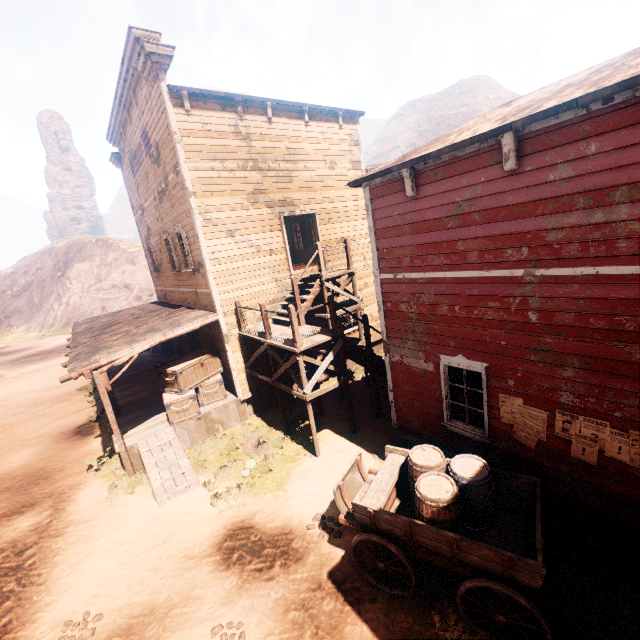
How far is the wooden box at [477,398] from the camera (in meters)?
6.65

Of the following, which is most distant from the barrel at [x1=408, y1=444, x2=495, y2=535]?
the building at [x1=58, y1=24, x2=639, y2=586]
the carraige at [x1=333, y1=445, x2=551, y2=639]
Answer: the building at [x1=58, y1=24, x2=639, y2=586]

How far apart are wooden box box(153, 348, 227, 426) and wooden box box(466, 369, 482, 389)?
7.9 meters

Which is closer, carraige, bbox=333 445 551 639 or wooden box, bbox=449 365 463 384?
carraige, bbox=333 445 551 639

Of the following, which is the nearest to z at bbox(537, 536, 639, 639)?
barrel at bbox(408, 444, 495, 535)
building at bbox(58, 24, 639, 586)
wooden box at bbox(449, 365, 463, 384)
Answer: building at bbox(58, 24, 639, 586)

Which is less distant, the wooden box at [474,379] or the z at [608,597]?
the z at [608,597]

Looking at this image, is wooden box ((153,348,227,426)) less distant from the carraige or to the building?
the building

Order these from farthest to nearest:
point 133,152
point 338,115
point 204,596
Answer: point 133,152 → point 338,115 → point 204,596
